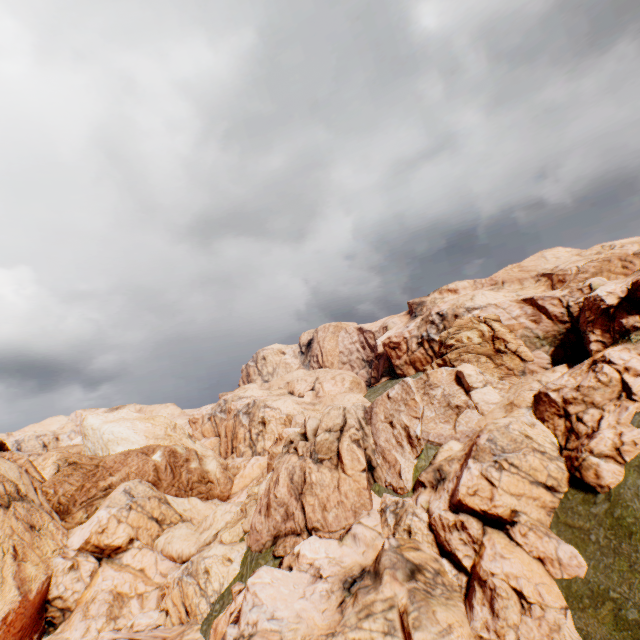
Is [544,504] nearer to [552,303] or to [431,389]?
[431,389]
